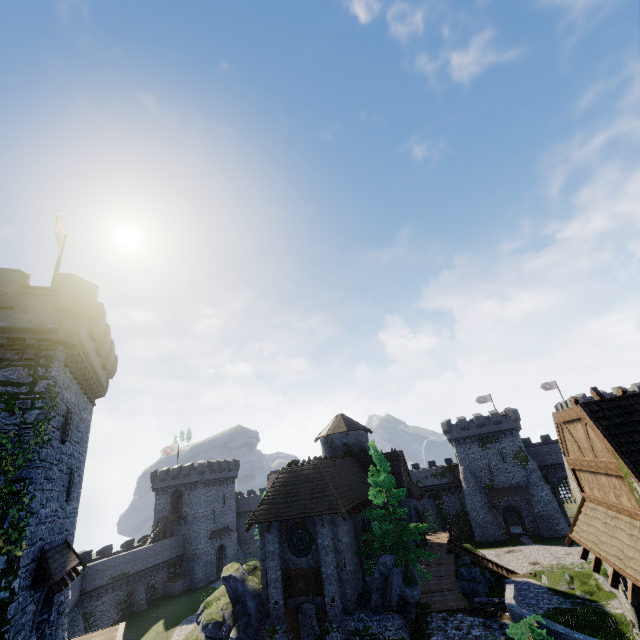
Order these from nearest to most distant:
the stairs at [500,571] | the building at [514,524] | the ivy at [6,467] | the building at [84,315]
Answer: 1. the ivy at [6,467]
2. the building at [84,315]
3. the stairs at [500,571]
4. the building at [514,524]

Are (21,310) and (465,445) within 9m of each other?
no

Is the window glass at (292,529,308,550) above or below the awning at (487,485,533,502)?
above

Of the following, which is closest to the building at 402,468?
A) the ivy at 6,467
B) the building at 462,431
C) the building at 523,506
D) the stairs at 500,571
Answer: the stairs at 500,571

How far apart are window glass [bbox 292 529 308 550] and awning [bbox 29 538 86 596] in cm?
1162

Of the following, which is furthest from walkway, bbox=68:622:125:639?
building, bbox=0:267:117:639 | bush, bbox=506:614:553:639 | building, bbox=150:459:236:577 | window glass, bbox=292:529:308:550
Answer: building, bbox=150:459:236:577

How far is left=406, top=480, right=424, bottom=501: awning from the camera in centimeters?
3015cm

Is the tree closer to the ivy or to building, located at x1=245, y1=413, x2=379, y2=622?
building, located at x1=245, y1=413, x2=379, y2=622
